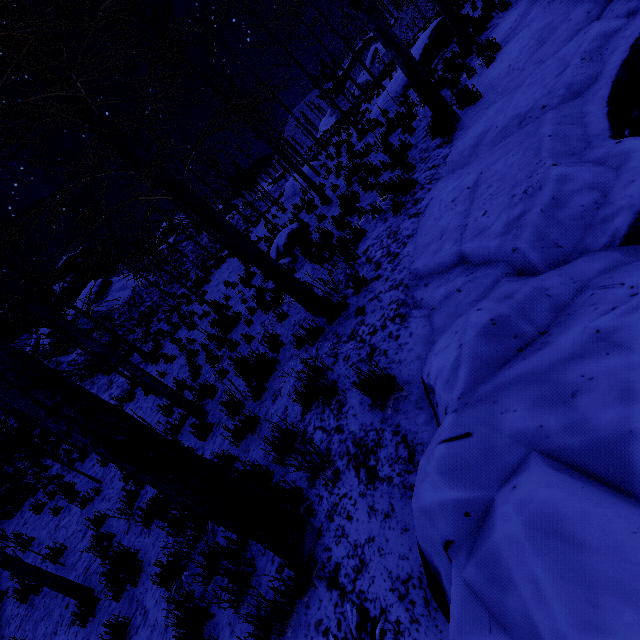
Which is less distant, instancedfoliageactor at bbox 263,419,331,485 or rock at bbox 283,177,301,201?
instancedfoliageactor at bbox 263,419,331,485

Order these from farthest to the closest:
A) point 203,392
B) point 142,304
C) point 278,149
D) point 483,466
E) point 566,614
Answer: point 142,304 → point 278,149 → point 203,392 → point 483,466 → point 566,614

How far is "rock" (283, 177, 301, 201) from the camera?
18.2 meters

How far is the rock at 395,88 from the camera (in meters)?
13.62

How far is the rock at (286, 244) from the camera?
8.8m

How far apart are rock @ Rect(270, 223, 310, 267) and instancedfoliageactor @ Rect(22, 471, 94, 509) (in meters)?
7.92

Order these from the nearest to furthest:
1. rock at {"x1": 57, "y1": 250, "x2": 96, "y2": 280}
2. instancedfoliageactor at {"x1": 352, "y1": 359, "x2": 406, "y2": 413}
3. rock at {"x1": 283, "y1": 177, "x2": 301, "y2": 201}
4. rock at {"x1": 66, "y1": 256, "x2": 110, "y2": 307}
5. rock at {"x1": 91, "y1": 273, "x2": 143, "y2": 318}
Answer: instancedfoliageactor at {"x1": 352, "y1": 359, "x2": 406, "y2": 413} < rock at {"x1": 283, "y1": 177, "x2": 301, "y2": 201} < rock at {"x1": 91, "y1": 273, "x2": 143, "y2": 318} < rock at {"x1": 66, "y1": 256, "x2": 110, "y2": 307} < rock at {"x1": 57, "y1": 250, "x2": 96, "y2": 280}

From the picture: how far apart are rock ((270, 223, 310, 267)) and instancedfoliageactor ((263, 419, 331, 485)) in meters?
7.9
